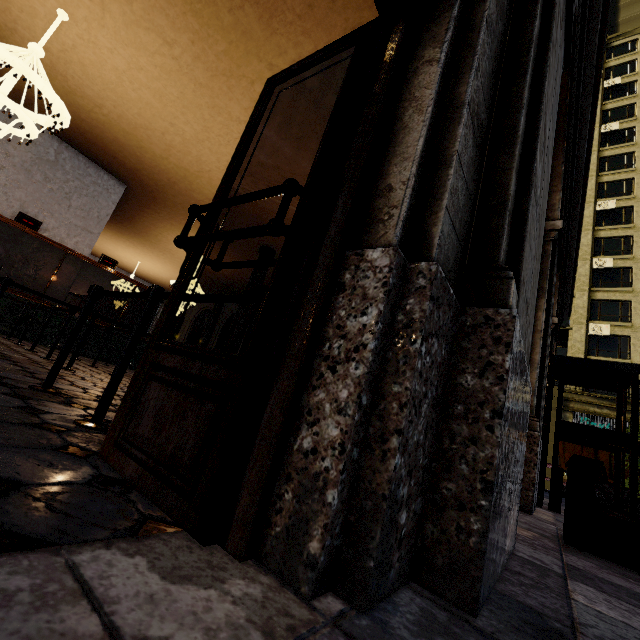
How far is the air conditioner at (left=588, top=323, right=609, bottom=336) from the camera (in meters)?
24.98

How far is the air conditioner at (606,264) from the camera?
26.59m

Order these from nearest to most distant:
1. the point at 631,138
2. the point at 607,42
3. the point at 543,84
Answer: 1. the point at 543,84
2. the point at 631,138
3. the point at 607,42

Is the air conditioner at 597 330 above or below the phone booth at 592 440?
above

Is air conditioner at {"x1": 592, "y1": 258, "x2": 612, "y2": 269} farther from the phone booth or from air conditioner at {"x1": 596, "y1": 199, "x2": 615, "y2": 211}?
the phone booth

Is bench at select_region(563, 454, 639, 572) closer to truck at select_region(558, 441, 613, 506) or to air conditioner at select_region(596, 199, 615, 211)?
truck at select_region(558, 441, 613, 506)

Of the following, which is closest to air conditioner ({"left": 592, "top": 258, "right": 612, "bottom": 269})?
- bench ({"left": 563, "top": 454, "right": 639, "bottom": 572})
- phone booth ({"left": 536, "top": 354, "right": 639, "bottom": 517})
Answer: phone booth ({"left": 536, "top": 354, "right": 639, "bottom": 517})

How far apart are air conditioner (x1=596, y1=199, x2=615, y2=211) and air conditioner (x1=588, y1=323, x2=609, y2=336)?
10.91m
